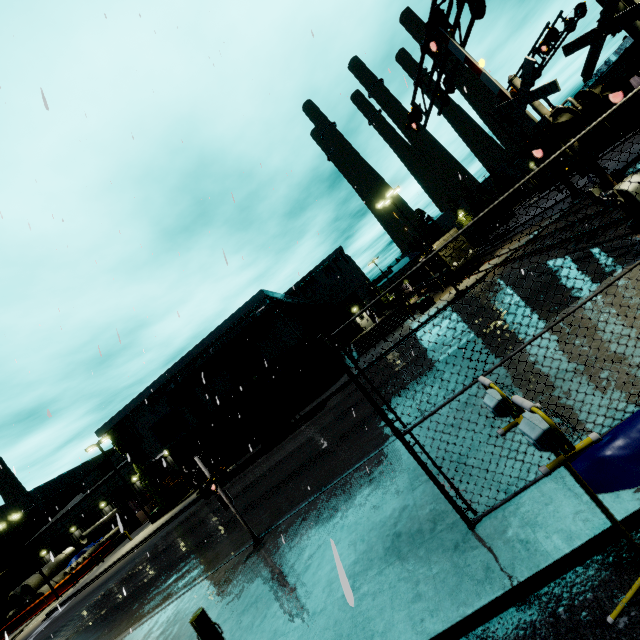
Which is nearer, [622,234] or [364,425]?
[622,234]

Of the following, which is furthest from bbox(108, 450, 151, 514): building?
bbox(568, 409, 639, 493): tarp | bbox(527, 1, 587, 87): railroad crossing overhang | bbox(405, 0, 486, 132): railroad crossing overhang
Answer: bbox(405, 0, 486, 132): railroad crossing overhang

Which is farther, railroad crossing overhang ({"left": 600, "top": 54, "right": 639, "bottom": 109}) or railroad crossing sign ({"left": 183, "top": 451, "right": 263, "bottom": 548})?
railroad crossing sign ({"left": 183, "top": 451, "right": 263, "bottom": 548})

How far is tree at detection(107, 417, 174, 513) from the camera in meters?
31.1 m

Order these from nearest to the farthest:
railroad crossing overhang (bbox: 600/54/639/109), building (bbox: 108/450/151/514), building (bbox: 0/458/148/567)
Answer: railroad crossing overhang (bbox: 600/54/639/109), building (bbox: 108/450/151/514), building (bbox: 0/458/148/567)

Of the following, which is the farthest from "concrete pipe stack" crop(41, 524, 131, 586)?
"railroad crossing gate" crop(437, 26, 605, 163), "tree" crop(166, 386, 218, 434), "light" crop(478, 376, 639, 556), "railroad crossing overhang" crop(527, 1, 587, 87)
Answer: "railroad crossing overhang" crop(527, 1, 587, 87)

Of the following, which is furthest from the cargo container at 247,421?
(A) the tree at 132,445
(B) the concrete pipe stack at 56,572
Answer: (A) the tree at 132,445

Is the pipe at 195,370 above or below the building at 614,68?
above
